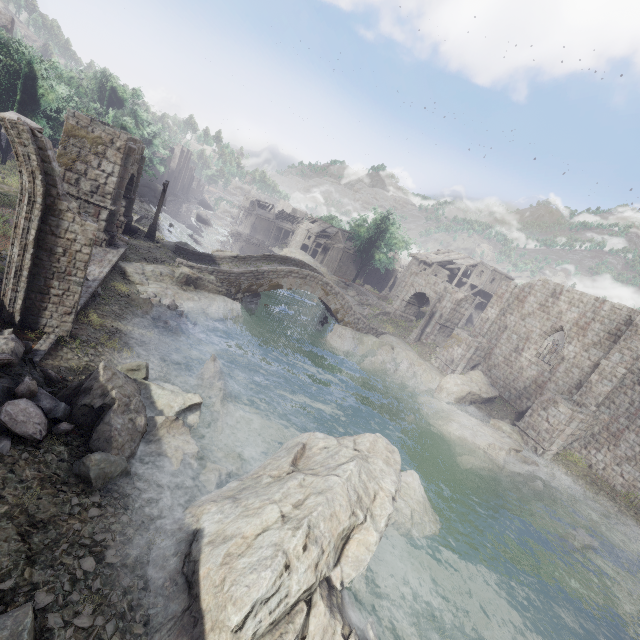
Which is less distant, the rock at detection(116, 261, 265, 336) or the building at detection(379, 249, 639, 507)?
the rock at detection(116, 261, 265, 336)

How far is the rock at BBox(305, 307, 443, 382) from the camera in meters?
26.5 m

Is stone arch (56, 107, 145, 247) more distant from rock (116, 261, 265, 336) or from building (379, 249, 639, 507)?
building (379, 249, 639, 507)

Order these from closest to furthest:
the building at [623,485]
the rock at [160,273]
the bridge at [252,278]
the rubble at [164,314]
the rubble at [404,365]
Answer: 1. the rubble at [164,314]
2. the rock at [160,273]
3. the building at [623,485]
4. the bridge at [252,278]
5. the rubble at [404,365]

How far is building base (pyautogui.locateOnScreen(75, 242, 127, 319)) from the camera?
12.6 meters

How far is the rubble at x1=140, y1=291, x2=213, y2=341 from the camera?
15.59m

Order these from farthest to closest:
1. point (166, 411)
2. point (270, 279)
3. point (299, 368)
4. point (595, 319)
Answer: point (270, 279)
point (595, 319)
point (299, 368)
point (166, 411)

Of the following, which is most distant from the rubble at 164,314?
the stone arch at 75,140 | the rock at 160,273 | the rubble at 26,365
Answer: the rubble at 26,365
